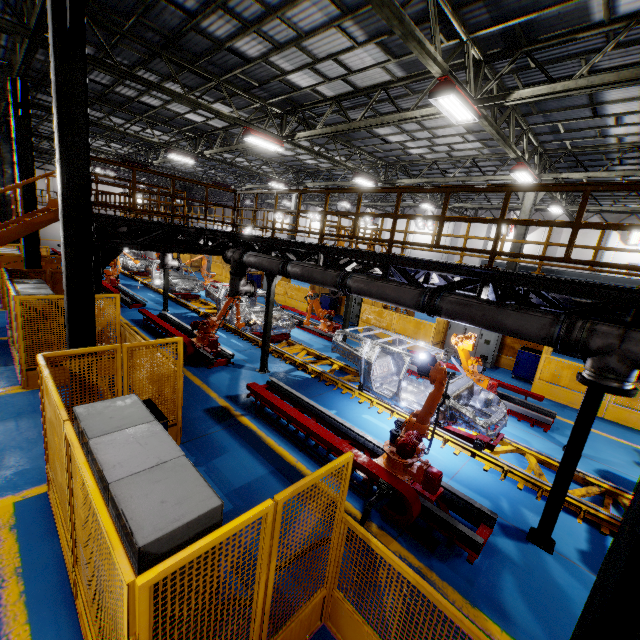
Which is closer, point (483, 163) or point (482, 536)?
point (482, 536)

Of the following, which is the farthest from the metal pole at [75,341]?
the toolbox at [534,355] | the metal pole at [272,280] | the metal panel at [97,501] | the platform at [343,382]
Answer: the toolbox at [534,355]

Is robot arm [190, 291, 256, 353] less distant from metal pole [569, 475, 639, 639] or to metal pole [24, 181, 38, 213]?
metal pole [24, 181, 38, 213]

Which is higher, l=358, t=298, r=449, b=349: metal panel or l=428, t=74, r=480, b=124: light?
l=428, t=74, r=480, b=124: light

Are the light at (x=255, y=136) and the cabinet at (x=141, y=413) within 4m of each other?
no

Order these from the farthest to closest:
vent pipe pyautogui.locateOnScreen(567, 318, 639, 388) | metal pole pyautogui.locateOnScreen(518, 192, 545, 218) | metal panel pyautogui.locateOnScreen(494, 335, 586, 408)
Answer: metal pole pyautogui.locateOnScreen(518, 192, 545, 218), metal panel pyautogui.locateOnScreen(494, 335, 586, 408), vent pipe pyautogui.locateOnScreen(567, 318, 639, 388)

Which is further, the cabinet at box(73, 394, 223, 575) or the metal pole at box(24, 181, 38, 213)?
the metal pole at box(24, 181, 38, 213)

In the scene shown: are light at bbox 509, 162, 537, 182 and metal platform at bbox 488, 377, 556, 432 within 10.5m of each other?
yes
